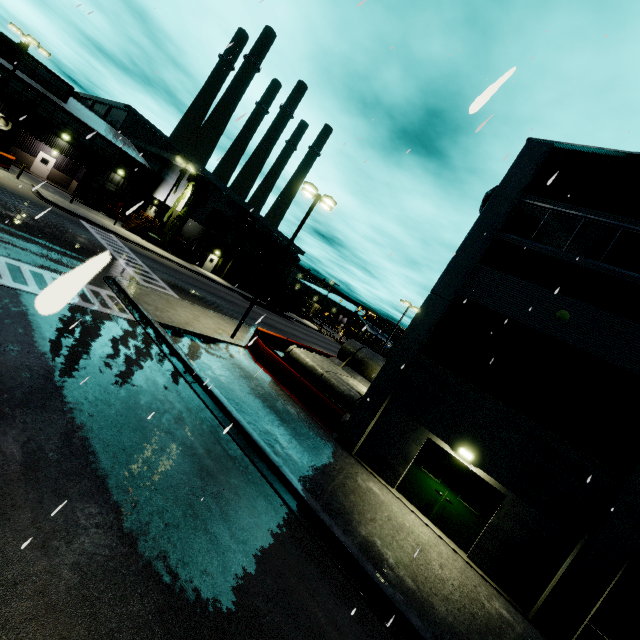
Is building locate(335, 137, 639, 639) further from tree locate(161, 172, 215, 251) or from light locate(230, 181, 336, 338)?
light locate(230, 181, 336, 338)

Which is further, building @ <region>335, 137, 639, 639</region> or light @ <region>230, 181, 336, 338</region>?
light @ <region>230, 181, 336, 338</region>

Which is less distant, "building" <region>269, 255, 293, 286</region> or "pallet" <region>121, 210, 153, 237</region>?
"pallet" <region>121, 210, 153, 237</region>

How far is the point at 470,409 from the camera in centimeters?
1190cm

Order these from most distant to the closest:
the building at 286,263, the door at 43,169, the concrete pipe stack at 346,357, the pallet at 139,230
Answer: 1. the building at 286,263
2. the pallet at 139,230
3. the door at 43,169
4. the concrete pipe stack at 346,357

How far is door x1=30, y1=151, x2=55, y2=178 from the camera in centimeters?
3550cm

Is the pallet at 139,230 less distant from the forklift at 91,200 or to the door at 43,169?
the forklift at 91,200

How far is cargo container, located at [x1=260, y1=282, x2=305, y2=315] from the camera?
44.19m
